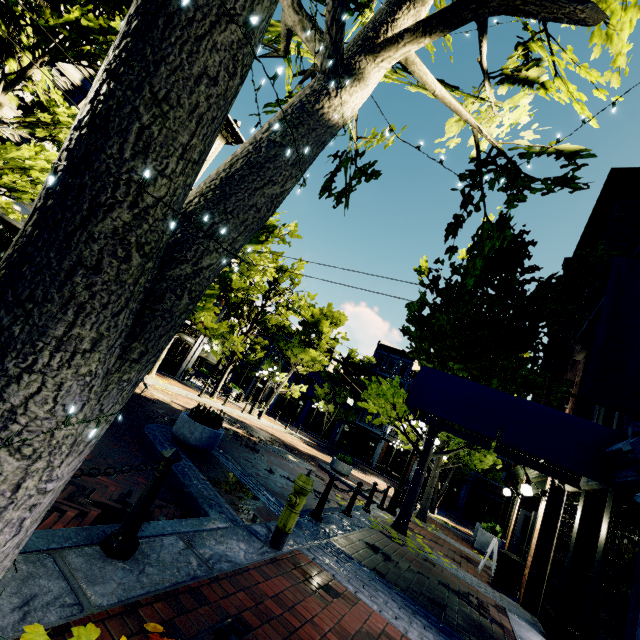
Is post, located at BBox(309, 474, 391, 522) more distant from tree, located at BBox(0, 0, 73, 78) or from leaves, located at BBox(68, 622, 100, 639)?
leaves, located at BBox(68, 622, 100, 639)

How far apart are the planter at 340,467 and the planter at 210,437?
9.02m

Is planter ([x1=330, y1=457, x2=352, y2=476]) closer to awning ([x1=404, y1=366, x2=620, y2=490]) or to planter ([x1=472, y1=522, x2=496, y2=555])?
planter ([x1=472, y1=522, x2=496, y2=555])

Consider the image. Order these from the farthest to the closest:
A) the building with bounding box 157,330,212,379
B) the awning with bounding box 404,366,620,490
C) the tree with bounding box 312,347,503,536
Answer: the building with bounding box 157,330,212,379 → the tree with bounding box 312,347,503,536 → the awning with bounding box 404,366,620,490

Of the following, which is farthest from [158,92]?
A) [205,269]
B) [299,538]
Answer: [299,538]

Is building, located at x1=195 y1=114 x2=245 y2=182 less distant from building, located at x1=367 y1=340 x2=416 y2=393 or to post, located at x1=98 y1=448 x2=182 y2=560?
post, located at x1=98 y1=448 x2=182 y2=560

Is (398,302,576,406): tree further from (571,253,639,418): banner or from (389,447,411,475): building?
(571,253,639,418): banner

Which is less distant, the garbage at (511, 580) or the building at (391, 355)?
the garbage at (511, 580)
